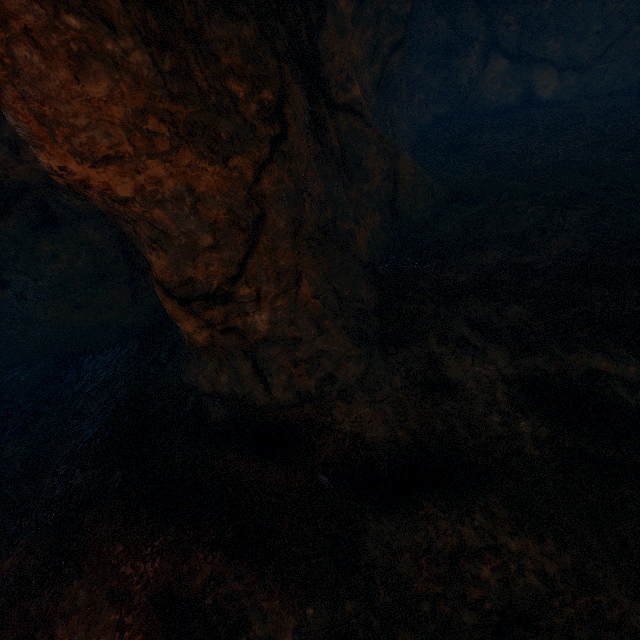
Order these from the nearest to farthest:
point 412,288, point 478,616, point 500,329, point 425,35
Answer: point 478,616 → point 500,329 → point 412,288 → point 425,35
